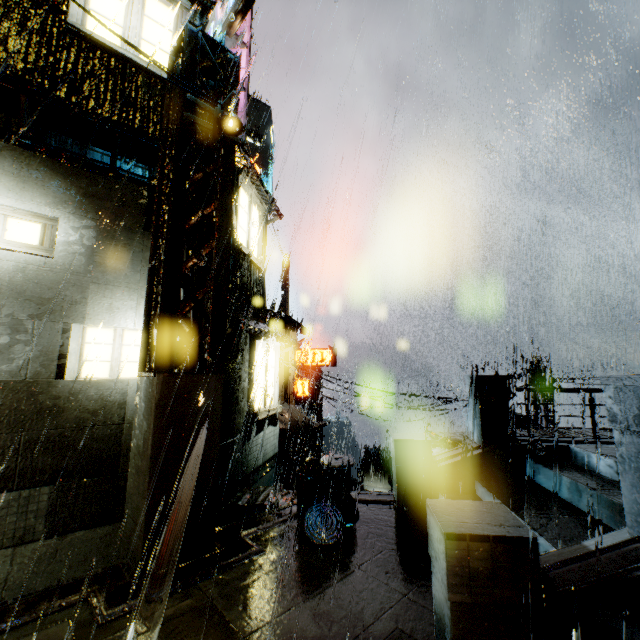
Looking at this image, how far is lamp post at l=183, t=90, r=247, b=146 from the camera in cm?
620

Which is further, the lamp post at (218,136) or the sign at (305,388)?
the sign at (305,388)

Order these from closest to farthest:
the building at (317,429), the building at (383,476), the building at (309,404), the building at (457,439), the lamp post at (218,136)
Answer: the lamp post at (218,136) < the building at (457,439) < the building at (309,404) < the building at (317,429) < the building at (383,476)

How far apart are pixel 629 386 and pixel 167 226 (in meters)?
6.83

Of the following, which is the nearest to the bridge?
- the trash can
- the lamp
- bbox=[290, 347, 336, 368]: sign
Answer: the trash can

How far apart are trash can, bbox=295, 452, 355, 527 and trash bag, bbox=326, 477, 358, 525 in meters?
0.0 m

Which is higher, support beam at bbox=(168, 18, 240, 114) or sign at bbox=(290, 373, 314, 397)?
support beam at bbox=(168, 18, 240, 114)

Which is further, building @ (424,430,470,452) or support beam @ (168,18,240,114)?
building @ (424,430,470,452)
